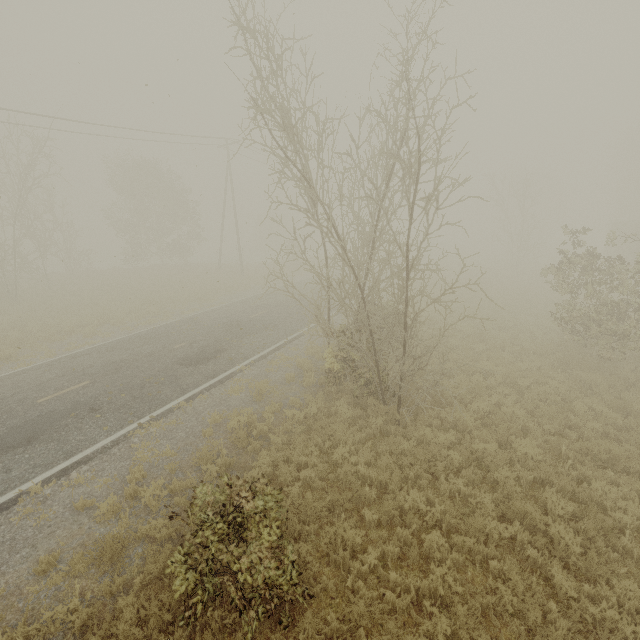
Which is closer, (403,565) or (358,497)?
(403,565)
